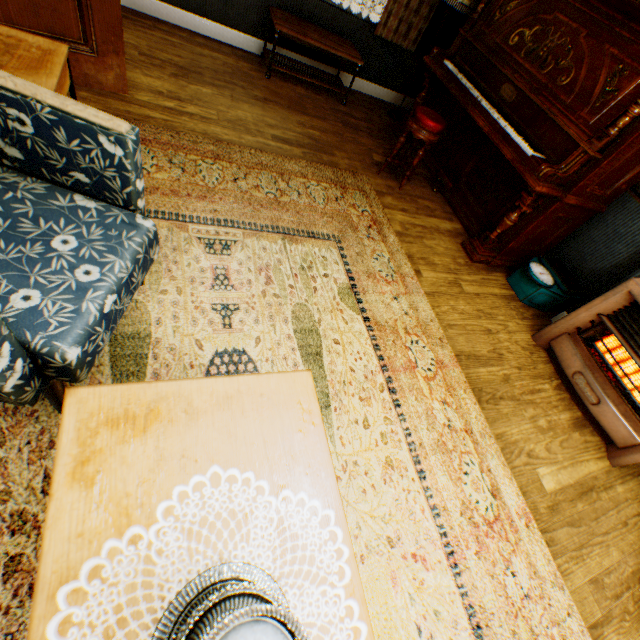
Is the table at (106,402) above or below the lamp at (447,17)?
below

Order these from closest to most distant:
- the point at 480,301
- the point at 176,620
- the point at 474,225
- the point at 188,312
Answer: the point at 176,620, the point at 188,312, the point at 480,301, the point at 474,225

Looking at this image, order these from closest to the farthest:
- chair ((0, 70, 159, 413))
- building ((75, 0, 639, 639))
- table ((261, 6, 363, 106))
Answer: chair ((0, 70, 159, 413)) → building ((75, 0, 639, 639)) → table ((261, 6, 363, 106))

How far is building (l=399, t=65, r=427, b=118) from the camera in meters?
5.1 m

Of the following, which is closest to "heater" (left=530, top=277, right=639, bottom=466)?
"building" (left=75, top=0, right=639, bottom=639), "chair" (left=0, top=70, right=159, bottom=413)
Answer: "building" (left=75, top=0, right=639, bottom=639)

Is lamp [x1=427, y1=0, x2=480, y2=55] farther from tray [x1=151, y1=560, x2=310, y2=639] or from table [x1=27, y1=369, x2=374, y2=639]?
tray [x1=151, y1=560, x2=310, y2=639]

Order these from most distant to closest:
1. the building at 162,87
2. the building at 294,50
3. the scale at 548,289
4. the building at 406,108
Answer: the building at 406,108 → the building at 294,50 → the scale at 548,289 → the building at 162,87

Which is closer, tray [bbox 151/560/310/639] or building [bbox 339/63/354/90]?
tray [bbox 151/560/310/639]
